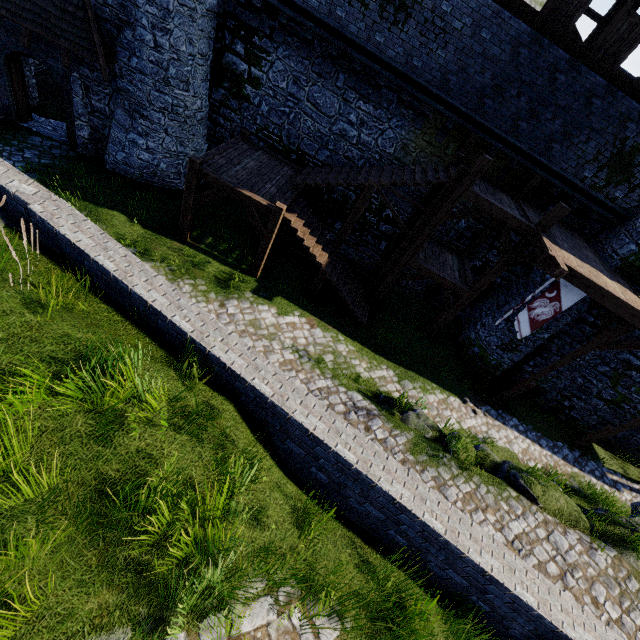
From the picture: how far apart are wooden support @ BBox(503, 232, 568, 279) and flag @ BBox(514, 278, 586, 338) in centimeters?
77cm

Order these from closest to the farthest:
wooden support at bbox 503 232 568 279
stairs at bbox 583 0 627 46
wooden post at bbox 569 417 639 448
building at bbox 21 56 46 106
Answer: wooden support at bbox 503 232 568 279
stairs at bbox 583 0 627 46
wooden post at bbox 569 417 639 448
building at bbox 21 56 46 106

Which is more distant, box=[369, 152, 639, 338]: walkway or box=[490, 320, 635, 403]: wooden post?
box=[490, 320, 635, 403]: wooden post

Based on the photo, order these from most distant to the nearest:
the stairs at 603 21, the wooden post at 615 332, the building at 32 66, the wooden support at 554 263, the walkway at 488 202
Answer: the building at 32 66, the stairs at 603 21, the wooden post at 615 332, the walkway at 488 202, the wooden support at 554 263

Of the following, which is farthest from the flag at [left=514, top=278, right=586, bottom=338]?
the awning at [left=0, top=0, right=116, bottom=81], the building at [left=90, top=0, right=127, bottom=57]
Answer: the awning at [left=0, top=0, right=116, bottom=81]

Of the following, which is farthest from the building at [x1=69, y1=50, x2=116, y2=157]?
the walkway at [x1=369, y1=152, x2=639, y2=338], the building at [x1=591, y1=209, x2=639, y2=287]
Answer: the building at [x1=591, y1=209, x2=639, y2=287]

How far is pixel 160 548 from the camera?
3.00m

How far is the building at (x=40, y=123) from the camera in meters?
13.4 m
